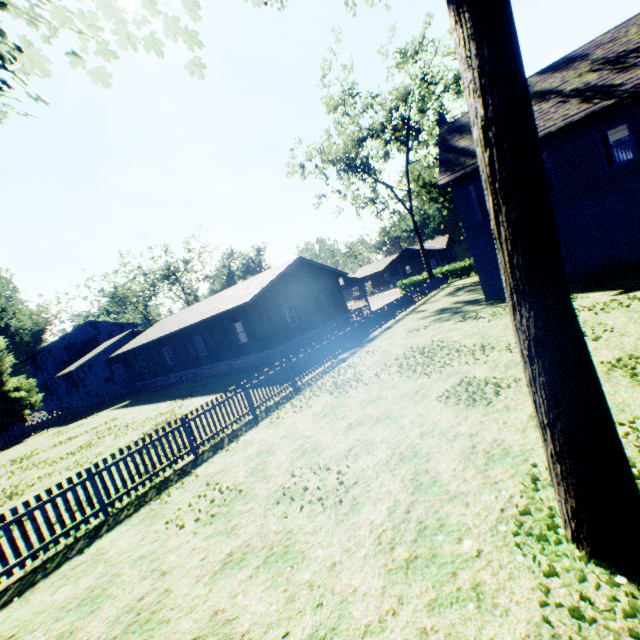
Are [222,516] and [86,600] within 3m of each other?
yes

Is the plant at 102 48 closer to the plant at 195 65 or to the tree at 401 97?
the plant at 195 65

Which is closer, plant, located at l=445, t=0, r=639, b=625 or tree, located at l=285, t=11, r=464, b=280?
plant, located at l=445, t=0, r=639, b=625

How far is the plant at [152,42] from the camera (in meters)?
7.36

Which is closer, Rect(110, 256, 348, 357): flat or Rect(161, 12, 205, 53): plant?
Rect(161, 12, 205, 53): plant

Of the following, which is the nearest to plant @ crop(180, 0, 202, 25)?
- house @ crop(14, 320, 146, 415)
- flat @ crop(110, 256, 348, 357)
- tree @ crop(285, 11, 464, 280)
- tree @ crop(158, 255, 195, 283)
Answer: house @ crop(14, 320, 146, 415)

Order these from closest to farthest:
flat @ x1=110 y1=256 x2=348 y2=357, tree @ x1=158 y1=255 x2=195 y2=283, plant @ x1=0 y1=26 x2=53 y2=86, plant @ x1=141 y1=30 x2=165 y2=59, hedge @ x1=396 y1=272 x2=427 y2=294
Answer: plant @ x1=0 y1=26 x2=53 y2=86 → plant @ x1=141 y1=30 x2=165 y2=59 → flat @ x1=110 y1=256 x2=348 y2=357 → hedge @ x1=396 y1=272 x2=427 y2=294 → tree @ x1=158 y1=255 x2=195 y2=283

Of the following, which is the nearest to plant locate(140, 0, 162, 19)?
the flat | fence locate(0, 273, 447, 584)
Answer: fence locate(0, 273, 447, 584)
